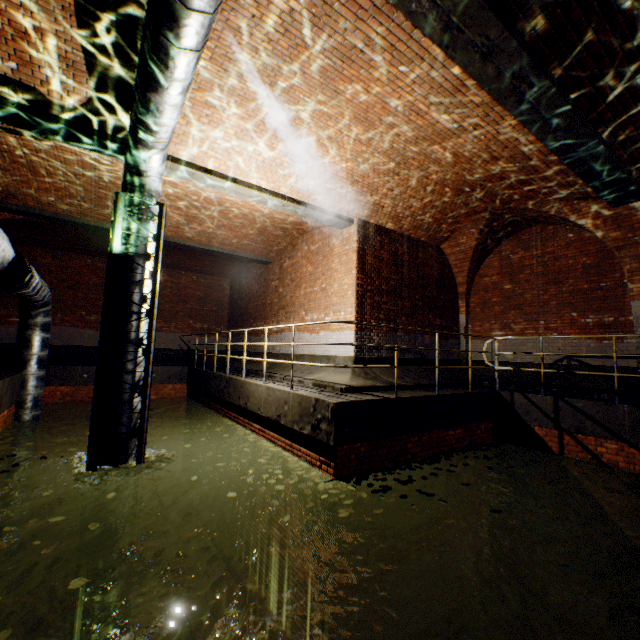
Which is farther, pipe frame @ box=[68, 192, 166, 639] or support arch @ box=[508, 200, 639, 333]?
support arch @ box=[508, 200, 639, 333]

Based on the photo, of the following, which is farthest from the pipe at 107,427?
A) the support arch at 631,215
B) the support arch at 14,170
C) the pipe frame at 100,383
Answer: the support arch at 631,215

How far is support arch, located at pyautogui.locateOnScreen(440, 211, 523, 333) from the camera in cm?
934

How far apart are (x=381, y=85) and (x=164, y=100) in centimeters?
304cm

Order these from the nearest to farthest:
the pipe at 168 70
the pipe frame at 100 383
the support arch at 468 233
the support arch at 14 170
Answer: the pipe at 168 70 < the pipe frame at 100 383 < the support arch at 14 170 < the support arch at 468 233

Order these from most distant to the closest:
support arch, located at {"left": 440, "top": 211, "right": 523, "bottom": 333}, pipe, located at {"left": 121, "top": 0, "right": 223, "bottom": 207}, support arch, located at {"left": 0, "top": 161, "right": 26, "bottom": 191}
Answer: support arch, located at {"left": 440, "top": 211, "right": 523, "bottom": 333}, support arch, located at {"left": 0, "top": 161, "right": 26, "bottom": 191}, pipe, located at {"left": 121, "top": 0, "right": 223, "bottom": 207}

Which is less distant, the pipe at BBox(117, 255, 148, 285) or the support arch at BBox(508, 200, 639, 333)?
the pipe at BBox(117, 255, 148, 285)

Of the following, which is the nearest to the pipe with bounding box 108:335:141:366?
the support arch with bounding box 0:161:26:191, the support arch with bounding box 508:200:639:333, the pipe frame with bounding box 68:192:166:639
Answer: the pipe frame with bounding box 68:192:166:639
